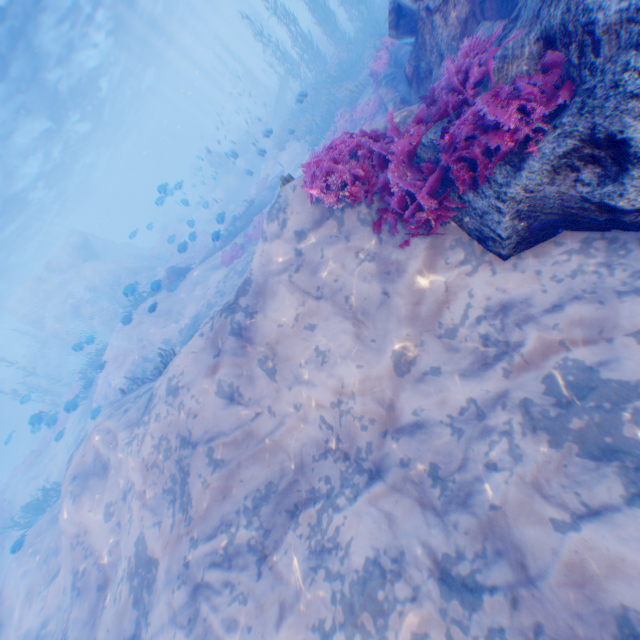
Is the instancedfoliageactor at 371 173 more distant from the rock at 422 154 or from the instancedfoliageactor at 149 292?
the instancedfoliageactor at 149 292

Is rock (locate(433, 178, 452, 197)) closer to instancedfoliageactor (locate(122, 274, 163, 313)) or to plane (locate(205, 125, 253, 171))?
plane (locate(205, 125, 253, 171))

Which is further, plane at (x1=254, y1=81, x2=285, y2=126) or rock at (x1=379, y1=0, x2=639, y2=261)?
plane at (x1=254, y1=81, x2=285, y2=126)

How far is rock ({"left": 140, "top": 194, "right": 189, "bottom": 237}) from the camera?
15.6m

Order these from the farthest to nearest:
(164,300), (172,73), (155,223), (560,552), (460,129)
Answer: (172,73) → (155,223) → (164,300) → (460,129) → (560,552)

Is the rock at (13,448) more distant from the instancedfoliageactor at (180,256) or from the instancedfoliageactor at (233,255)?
the instancedfoliageactor at (233,255)

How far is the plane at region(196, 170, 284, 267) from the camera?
18.3 meters

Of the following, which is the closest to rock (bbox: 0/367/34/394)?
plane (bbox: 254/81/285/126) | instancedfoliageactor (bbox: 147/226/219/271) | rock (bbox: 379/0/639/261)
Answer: rock (bbox: 379/0/639/261)
